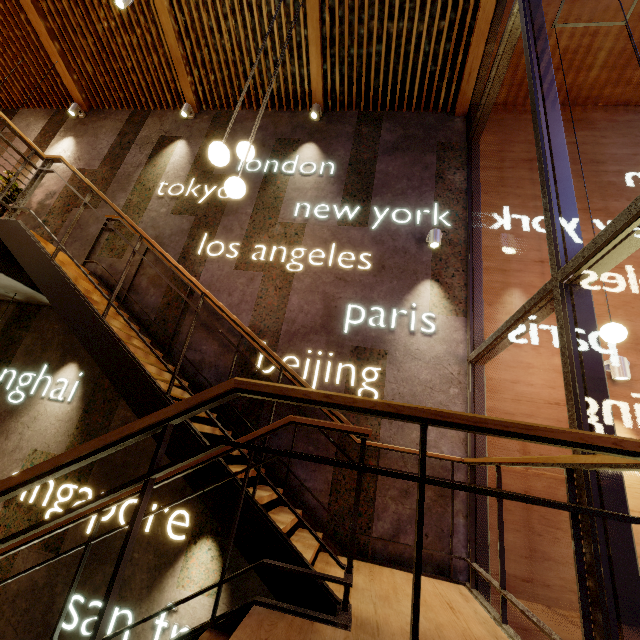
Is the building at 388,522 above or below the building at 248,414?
below

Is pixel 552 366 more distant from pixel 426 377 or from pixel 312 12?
pixel 312 12

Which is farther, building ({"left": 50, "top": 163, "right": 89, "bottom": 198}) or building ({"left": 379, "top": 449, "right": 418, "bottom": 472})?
building ({"left": 50, "top": 163, "right": 89, "bottom": 198})

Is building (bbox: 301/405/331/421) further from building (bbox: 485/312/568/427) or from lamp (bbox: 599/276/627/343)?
lamp (bbox: 599/276/627/343)

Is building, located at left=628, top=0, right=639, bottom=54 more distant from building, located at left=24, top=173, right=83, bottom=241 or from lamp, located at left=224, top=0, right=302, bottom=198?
lamp, located at left=224, top=0, right=302, bottom=198

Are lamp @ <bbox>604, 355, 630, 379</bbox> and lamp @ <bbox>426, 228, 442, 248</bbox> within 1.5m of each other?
no

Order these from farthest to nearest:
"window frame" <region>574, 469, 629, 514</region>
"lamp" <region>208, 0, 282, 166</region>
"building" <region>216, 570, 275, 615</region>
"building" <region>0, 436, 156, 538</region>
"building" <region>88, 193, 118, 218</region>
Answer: "building" <region>88, 193, 118, 218</region> < "building" <region>0, 436, 156, 538</region> < "building" <region>216, 570, 275, 615</region> < "lamp" <region>208, 0, 282, 166</region> < "window frame" <region>574, 469, 629, 514</region>

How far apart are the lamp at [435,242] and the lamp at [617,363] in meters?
2.4
